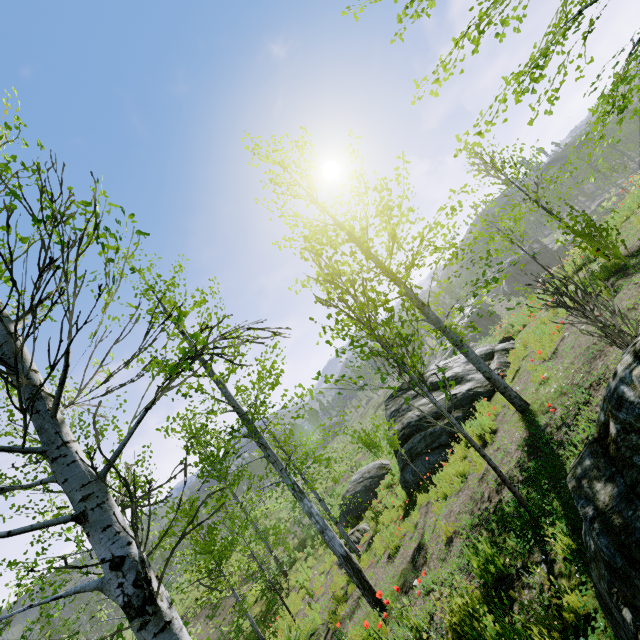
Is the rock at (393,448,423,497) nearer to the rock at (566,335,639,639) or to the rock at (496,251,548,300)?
the rock at (496,251,548,300)

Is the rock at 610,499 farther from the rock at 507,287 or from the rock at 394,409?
the rock at 507,287

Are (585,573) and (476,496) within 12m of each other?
yes

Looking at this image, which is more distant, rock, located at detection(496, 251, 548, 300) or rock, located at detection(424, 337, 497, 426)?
rock, located at detection(496, 251, 548, 300)

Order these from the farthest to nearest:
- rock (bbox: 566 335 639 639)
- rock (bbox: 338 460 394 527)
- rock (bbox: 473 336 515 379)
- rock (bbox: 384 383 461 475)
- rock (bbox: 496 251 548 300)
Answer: rock (bbox: 496 251 548 300), rock (bbox: 338 460 394 527), rock (bbox: 473 336 515 379), rock (bbox: 384 383 461 475), rock (bbox: 566 335 639 639)

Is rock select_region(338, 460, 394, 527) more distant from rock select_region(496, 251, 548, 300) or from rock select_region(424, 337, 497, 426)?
rock select_region(496, 251, 548, 300)

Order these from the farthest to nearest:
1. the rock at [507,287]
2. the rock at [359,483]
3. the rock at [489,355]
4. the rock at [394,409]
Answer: the rock at [507,287], the rock at [359,483], the rock at [489,355], the rock at [394,409]
